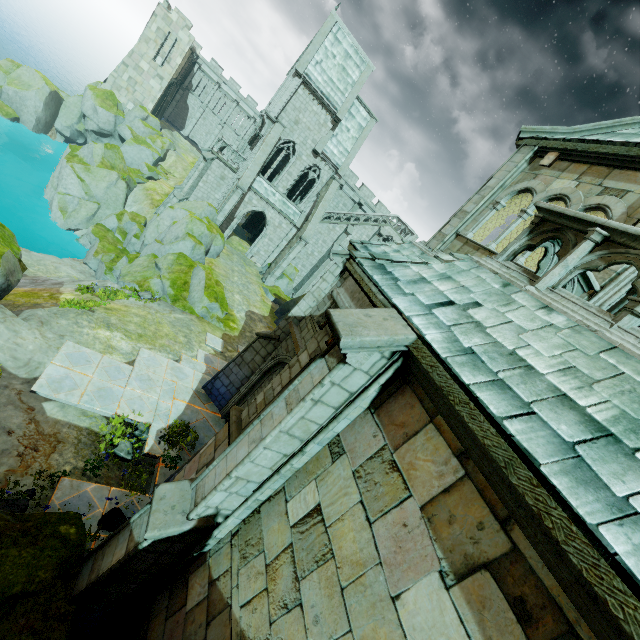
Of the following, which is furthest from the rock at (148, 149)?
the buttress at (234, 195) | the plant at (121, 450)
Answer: the plant at (121, 450)

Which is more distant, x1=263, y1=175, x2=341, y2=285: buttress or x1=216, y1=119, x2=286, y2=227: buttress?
x1=263, y1=175, x2=341, y2=285: buttress

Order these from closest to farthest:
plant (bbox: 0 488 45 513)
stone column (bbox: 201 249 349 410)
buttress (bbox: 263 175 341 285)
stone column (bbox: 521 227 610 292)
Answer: stone column (bbox: 521 227 610 292)
plant (bbox: 0 488 45 513)
stone column (bbox: 201 249 349 410)
buttress (bbox: 263 175 341 285)

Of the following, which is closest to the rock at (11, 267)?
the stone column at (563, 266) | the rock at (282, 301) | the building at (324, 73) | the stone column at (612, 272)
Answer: the stone column at (563, 266)

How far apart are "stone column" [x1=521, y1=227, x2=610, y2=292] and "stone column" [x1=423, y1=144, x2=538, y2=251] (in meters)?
5.39

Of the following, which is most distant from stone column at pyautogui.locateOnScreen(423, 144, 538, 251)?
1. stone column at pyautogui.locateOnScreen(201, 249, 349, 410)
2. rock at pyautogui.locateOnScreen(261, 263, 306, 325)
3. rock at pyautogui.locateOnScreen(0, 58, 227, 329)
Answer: rock at pyautogui.locateOnScreen(261, 263, 306, 325)

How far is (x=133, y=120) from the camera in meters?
41.8

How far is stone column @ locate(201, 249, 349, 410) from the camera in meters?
11.3 m
